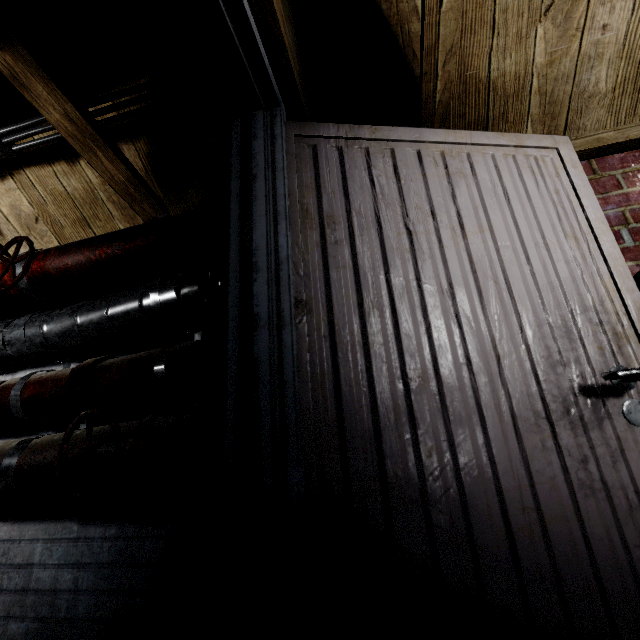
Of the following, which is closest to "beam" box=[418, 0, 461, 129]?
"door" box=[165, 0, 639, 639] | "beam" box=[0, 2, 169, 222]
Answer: "door" box=[165, 0, 639, 639]

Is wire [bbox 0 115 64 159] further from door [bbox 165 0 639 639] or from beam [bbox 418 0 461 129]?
beam [bbox 418 0 461 129]

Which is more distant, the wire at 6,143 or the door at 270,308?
the wire at 6,143

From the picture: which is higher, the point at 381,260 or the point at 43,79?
the point at 43,79

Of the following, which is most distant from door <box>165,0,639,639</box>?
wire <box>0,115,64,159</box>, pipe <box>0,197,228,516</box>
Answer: wire <box>0,115,64,159</box>

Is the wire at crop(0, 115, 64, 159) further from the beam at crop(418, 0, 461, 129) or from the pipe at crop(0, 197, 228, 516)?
the beam at crop(418, 0, 461, 129)

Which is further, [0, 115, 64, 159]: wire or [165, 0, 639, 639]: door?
[0, 115, 64, 159]: wire

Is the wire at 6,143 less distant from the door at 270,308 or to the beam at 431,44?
the door at 270,308
